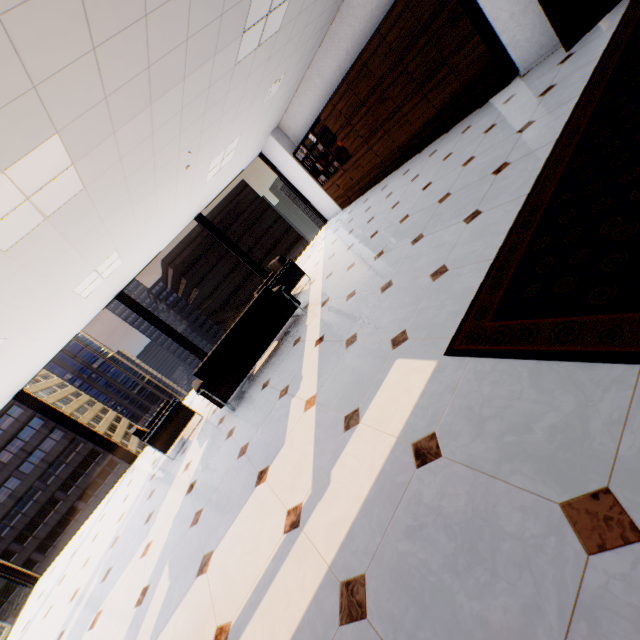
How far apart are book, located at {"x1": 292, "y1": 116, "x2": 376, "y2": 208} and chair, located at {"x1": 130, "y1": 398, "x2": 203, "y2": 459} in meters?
7.0

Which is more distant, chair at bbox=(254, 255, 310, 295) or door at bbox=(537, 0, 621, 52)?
chair at bbox=(254, 255, 310, 295)

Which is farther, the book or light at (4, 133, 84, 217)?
the book

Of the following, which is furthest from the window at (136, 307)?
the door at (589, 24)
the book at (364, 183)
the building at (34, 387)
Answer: the building at (34, 387)

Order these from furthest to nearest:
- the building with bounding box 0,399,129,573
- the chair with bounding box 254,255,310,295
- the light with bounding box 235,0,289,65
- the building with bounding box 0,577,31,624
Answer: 1. the building with bounding box 0,399,129,573
2. the building with bounding box 0,577,31,624
3. the chair with bounding box 254,255,310,295
4. the light with bounding box 235,0,289,65

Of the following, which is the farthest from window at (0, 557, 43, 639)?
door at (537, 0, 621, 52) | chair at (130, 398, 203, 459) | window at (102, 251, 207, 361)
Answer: door at (537, 0, 621, 52)

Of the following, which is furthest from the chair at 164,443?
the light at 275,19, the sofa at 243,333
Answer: the light at 275,19

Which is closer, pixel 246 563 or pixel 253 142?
pixel 246 563
